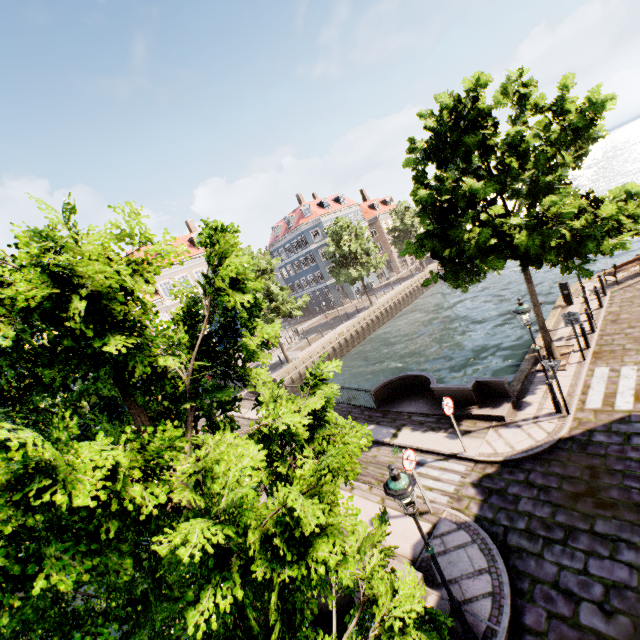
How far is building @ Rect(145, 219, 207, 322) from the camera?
32.78m

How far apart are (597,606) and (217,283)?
8.2m

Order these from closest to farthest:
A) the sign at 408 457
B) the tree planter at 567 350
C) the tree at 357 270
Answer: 1. the sign at 408 457
2. the tree planter at 567 350
3. the tree at 357 270

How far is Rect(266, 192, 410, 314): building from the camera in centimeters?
4925cm

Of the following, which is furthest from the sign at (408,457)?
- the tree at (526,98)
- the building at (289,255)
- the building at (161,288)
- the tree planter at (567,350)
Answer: the building at (289,255)

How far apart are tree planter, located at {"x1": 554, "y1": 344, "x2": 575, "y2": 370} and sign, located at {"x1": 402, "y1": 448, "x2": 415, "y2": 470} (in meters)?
7.22

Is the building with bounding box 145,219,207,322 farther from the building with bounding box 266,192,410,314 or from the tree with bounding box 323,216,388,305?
the building with bounding box 266,192,410,314

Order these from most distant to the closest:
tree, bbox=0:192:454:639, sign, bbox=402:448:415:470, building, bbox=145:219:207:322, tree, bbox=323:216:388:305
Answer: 1. tree, bbox=323:216:388:305
2. building, bbox=145:219:207:322
3. sign, bbox=402:448:415:470
4. tree, bbox=0:192:454:639
